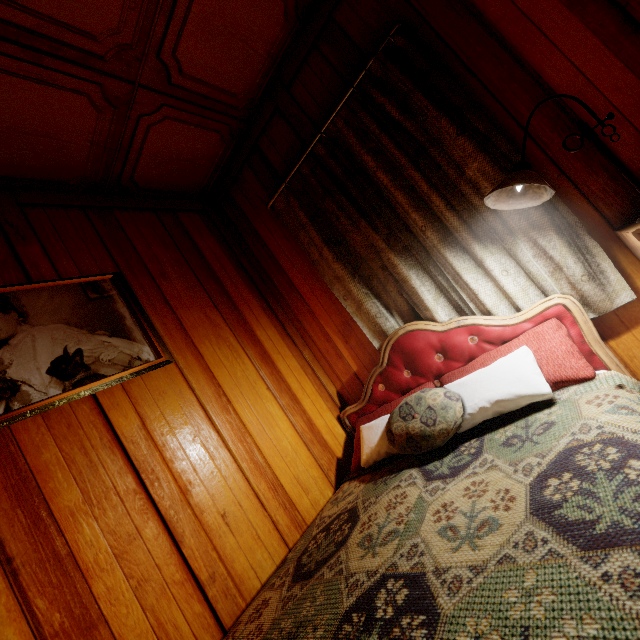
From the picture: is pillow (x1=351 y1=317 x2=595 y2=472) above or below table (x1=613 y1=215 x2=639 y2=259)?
below

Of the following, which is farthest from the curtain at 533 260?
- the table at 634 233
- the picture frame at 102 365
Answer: the picture frame at 102 365

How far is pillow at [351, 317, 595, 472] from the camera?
1.29m

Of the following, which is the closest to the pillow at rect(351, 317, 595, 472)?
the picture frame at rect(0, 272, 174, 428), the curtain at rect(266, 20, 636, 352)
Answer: the curtain at rect(266, 20, 636, 352)

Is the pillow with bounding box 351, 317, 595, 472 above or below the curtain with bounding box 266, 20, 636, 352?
below

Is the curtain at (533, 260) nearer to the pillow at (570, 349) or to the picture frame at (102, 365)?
the pillow at (570, 349)

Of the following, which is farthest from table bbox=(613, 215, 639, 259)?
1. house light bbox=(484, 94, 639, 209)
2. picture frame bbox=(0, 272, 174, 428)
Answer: picture frame bbox=(0, 272, 174, 428)

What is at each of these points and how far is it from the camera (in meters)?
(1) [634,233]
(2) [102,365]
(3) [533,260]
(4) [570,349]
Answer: (1) table, 1.12
(2) picture frame, 1.56
(3) curtain, 1.52
(4) pillow, 1.33
